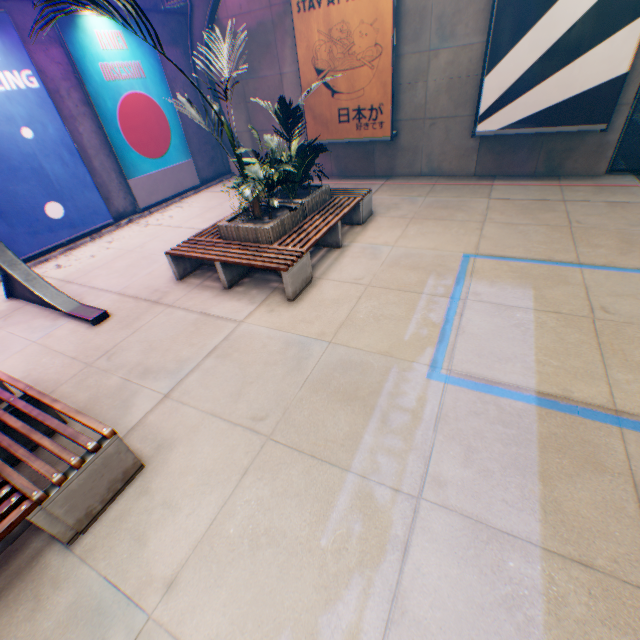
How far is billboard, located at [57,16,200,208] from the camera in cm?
783

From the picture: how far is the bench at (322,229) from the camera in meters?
5.1 m

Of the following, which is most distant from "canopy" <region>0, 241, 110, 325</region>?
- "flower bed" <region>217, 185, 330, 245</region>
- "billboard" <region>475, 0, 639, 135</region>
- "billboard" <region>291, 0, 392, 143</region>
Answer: "flower bed" <region>217, 185, 330, 245</region>

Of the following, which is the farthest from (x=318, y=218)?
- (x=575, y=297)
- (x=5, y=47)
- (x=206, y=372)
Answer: (x=5, y=47)

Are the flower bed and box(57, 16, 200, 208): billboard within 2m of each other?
no

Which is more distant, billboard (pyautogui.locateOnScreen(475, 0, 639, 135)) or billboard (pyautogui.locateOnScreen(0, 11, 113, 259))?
billboard (pyautogui.locateOnScreen(0, 11, 113, 259))

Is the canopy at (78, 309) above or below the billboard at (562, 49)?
below

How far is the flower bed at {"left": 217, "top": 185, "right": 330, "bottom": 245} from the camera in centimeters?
556cm
